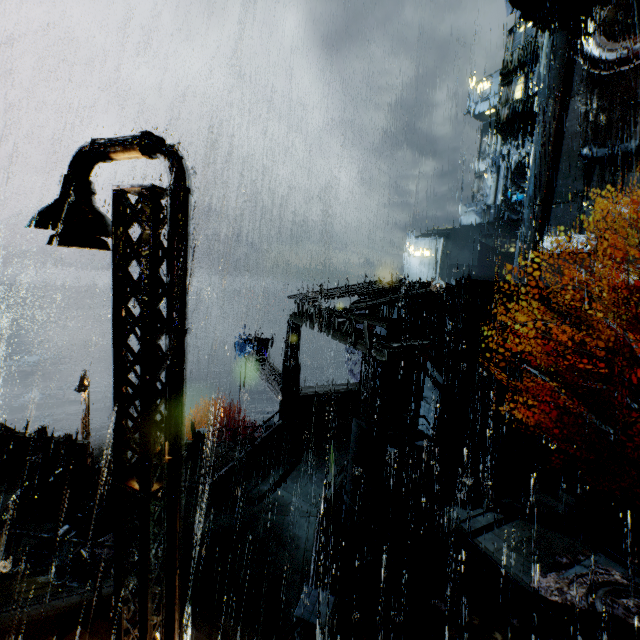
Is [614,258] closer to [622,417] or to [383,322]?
[622,417]

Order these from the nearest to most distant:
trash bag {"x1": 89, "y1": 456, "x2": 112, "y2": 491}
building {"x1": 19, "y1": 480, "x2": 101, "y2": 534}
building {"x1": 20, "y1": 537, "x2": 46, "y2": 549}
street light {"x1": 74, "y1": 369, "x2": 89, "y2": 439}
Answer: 1. building {"x1": 20, "y1": 537, "x2": 46, "y2": 549}
2. building {"x1": 19, "y1": 480, "x2": 101, "y2": 534}
3. trash bag {"x1": 89, "y1": 456, "x2": 112, "y2": 491}
4. street light {"x1": 74, "y1": 369, "x2": 89, "y2": 439}

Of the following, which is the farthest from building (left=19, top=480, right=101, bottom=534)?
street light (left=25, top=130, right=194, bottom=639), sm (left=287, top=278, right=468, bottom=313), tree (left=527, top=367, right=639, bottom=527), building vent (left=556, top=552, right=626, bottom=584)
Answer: building vent (left=556, top=552, right=626, bottom=584)

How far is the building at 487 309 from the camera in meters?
17.3

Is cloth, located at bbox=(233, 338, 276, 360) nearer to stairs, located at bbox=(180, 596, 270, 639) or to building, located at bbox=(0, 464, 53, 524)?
building, located at bbox=(0, 464, 53, 524)

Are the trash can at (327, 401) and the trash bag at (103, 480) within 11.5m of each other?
yes

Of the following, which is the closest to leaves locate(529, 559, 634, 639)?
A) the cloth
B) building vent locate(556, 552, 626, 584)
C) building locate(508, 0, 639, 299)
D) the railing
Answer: building vent locate(556, 552, 626, 584)

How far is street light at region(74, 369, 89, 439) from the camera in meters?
21.9
